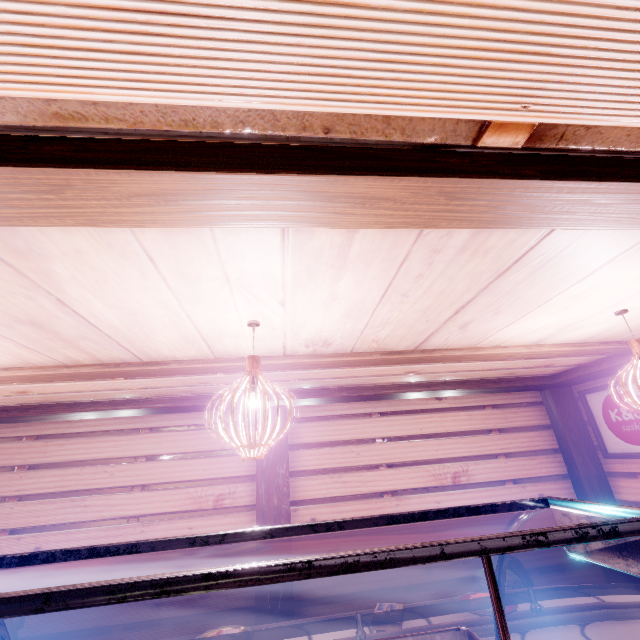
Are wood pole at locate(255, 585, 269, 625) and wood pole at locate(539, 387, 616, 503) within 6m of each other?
no

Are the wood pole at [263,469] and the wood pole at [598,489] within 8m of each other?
yes

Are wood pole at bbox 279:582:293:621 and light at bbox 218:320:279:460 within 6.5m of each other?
yes

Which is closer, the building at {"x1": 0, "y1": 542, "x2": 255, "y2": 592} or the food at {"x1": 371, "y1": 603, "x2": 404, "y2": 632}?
the food at {"x1": 371, "y1": 603, "x2": 404, "y2": 632}

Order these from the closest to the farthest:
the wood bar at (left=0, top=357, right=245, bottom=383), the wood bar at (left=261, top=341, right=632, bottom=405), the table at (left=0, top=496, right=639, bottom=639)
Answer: the table at (left=0, top=496, right=639, bottom=639) < the wood bar at (left=0, top=357, right=245, bottom=383) < the wood bar at (left=261, top=341, right=632, bottom=405)

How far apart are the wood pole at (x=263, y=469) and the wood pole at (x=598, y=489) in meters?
7.0 m

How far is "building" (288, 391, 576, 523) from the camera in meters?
7.5

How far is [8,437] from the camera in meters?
7.2 m
